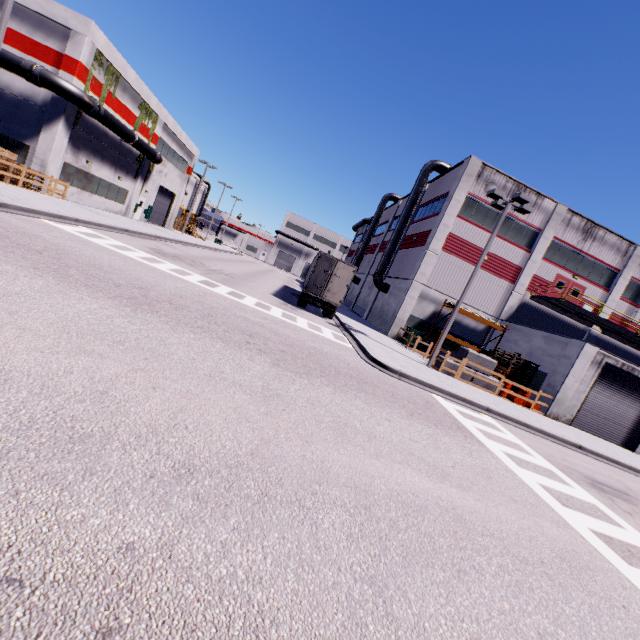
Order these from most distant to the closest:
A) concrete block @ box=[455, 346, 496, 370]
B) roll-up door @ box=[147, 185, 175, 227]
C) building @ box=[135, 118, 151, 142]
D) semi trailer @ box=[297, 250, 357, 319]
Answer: roll-up door @ box=[147, 185, 175, 227] < building @ box=[135, 118, 151, 142] < semi trailer @ box=[297, 250, 357, 319] < concrete block @ box=[455, 346, 496, 370]

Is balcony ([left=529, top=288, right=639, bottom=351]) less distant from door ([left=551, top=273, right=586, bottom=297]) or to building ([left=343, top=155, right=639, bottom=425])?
building ([left=343, top=155, right=639, bottom=425])

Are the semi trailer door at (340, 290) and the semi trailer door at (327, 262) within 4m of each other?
yes

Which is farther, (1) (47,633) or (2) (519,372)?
(2) (519,372)

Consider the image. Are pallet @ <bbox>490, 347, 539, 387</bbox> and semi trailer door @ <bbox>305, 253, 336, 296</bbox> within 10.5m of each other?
no

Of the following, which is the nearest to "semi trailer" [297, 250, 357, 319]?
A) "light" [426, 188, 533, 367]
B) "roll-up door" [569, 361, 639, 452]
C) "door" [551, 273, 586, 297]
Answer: "light" [426, 188, 533, 367]

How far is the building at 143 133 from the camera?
28.75m

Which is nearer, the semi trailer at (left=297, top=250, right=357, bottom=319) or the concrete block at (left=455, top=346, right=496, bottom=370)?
the concrete block at (left=455, top=346, right=496, bottom=370)
